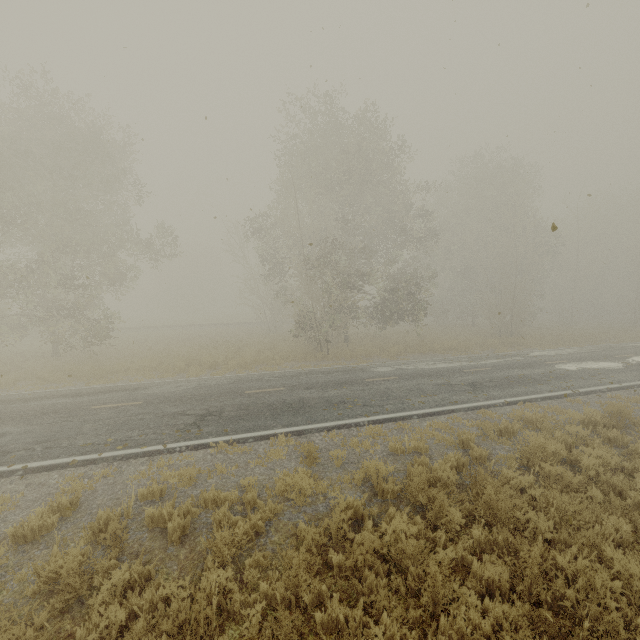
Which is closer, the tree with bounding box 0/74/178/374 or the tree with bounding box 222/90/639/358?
the tree with bounding box 0/74/178/374

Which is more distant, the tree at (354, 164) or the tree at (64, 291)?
the tree at (354, 164)

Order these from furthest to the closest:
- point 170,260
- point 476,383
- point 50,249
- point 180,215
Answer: point 170,260 < point 180,215 < point 50,249 < point 476,383
